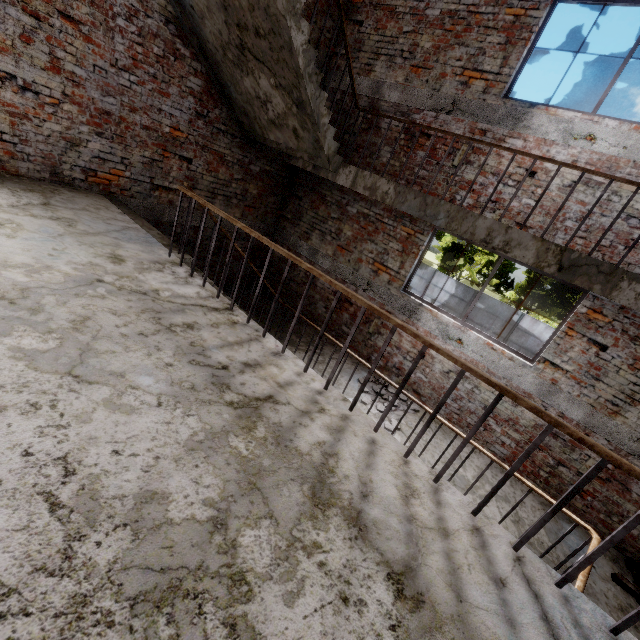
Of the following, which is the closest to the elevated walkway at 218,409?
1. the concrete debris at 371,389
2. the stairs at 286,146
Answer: the stairs at 286,146

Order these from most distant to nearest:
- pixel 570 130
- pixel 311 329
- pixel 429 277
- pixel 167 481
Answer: pixel 429 277 < pixel 311 329 < pixel 570 130 < pixel 167 481

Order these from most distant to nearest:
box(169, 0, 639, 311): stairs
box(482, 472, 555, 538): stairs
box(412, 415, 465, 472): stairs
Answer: box(412, 415, 465, 472): stairs < box(482, 472, 555, 538): stairs < box(169, 0, 639, 311): stairs

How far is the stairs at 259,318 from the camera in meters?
5.7

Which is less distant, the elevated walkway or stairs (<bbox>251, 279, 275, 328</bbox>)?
the elevated walkway

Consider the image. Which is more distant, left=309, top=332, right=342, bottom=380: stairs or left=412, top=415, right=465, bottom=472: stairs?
left=309, top=332, right=342, bottom=380: stairs

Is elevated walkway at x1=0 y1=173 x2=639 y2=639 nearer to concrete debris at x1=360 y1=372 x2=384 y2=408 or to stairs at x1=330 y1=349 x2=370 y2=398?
stairs at x1=330 y1=349 x2=370 y2=398
